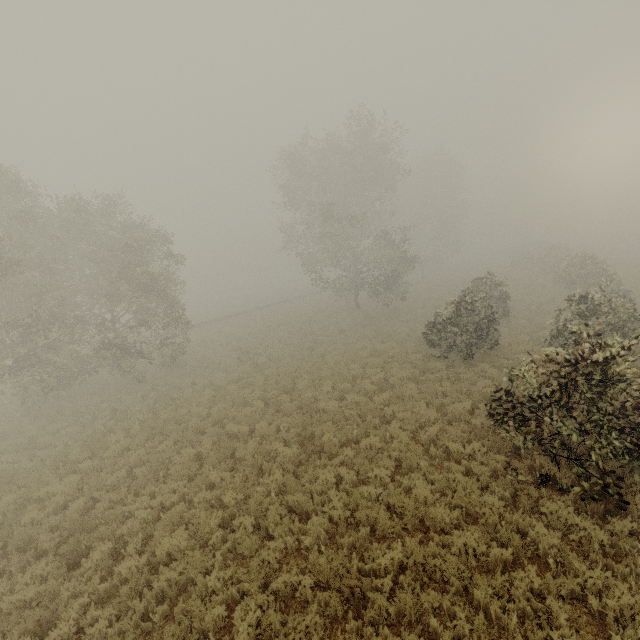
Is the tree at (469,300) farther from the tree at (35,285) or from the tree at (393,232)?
the tree at (35,285)

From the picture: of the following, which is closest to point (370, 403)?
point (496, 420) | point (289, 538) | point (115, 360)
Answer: point (496, 420)

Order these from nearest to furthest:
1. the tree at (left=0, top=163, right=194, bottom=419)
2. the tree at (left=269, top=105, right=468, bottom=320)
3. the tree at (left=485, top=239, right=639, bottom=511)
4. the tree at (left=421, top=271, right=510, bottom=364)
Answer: the tree at (left=485, top=239, right=639, bottom=511)
the tree at (left=421, top=271, right=510, bottom=364)
the tree at (left=0, top=163, right=194, bottom=419)
the tree at (left=269, top=105, right=468, bottom=320)

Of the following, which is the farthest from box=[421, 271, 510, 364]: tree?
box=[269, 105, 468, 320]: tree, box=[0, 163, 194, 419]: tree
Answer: box=[0, 163, 194, 419]: tree

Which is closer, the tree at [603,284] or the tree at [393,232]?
the tree at [603,284]

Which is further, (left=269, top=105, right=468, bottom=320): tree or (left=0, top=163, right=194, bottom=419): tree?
(left=269, top=105, right=468, bottom=320): tree

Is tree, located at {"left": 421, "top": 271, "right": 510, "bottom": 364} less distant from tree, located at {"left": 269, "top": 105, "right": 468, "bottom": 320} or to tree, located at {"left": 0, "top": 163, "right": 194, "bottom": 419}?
tree, located at {"left": 269, "top": 105, "right": 468, "bottom": 320}
